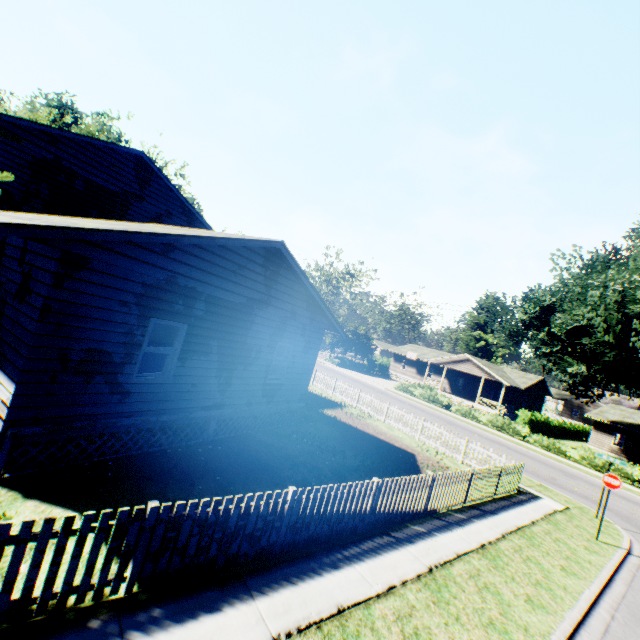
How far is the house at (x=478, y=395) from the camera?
39.1m

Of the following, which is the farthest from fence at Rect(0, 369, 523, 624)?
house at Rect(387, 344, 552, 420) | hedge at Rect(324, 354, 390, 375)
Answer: house at Rect(387, 344, 552, 420)

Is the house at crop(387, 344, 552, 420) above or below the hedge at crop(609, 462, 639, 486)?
above

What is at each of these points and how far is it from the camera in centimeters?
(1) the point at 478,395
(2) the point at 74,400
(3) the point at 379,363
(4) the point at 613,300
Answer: (1) house, 3897cm
(2) house, 665cm
(3) hedge, 5491cm
(4) plant, 2530cm

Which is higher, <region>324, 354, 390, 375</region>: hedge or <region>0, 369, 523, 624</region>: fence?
<region>324, 354, 390, 375</region>: hedge

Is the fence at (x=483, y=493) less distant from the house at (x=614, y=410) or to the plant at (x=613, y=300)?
the plant at (x=613, y=300)

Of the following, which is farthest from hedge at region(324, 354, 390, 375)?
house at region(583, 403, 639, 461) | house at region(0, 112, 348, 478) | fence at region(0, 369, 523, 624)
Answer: house at region(0, 112, 348, 478)

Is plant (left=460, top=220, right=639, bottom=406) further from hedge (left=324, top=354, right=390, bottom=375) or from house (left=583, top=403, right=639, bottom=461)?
hedge (left=324, top=354, right=390, bottom=375)
